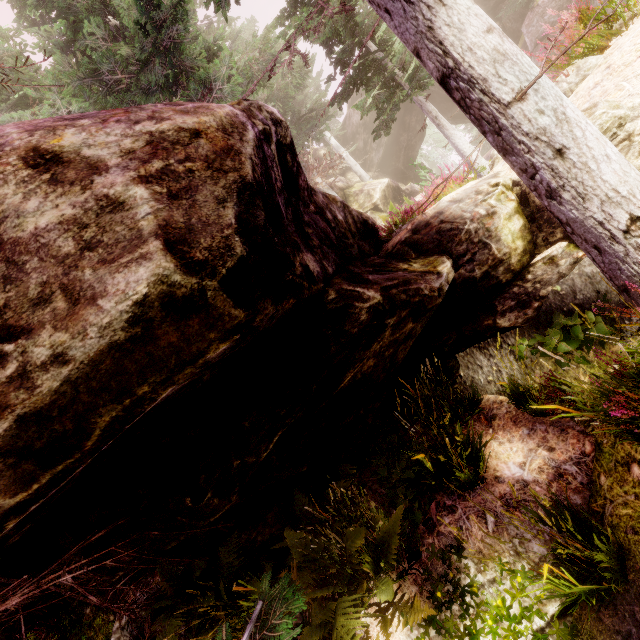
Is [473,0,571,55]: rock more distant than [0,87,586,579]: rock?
Yes

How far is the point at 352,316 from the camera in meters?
3.6 m

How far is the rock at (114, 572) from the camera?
3.8m

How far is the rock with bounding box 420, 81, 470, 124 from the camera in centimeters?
2725cm

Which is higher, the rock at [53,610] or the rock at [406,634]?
the rock at [53,610]

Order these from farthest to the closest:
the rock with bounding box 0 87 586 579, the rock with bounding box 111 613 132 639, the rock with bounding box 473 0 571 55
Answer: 1. the rock with bounding box 473 0 571 55
2. the rock with bounding box 111 613 132 639
3. the rock with bounding box 0 87 586 579
